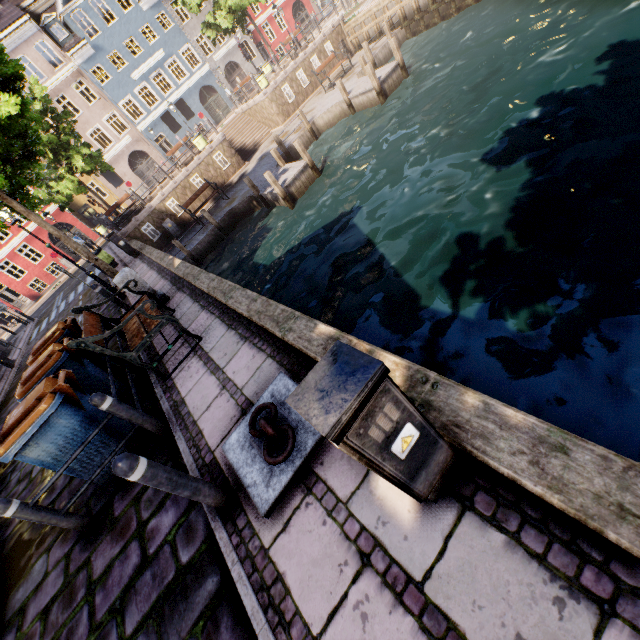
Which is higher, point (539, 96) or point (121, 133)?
point (121, 133)

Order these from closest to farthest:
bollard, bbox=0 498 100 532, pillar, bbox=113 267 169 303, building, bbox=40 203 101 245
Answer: bollard, bbox=0 498 100 532, pillar, bbox=113 267 169 303, building, bbox=40 203 101 245

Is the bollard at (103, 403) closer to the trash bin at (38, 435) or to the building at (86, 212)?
the trash bin at (38, 435)

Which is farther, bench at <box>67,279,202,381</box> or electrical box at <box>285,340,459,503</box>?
bench at <box>67,279,202,381</box>

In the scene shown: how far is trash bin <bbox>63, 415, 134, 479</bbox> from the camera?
4.0m

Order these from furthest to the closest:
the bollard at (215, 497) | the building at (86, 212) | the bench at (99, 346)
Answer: the building at (86, 212) → the bench at (99, 346) → the bollard at (215, 497)

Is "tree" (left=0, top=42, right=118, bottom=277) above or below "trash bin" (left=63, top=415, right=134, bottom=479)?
above
